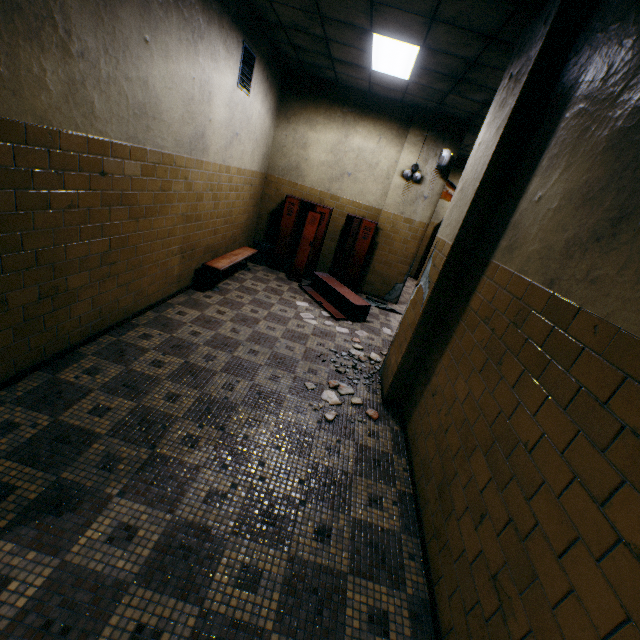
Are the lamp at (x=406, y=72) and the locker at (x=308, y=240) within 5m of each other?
yes

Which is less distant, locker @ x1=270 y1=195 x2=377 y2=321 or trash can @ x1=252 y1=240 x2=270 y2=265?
locker @ x1=270 y1=195 x2=377 y2=321

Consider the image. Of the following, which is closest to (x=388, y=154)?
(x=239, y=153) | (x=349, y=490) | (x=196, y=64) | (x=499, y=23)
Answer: (x=239, y=153)

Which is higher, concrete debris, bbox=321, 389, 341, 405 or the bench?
the bench

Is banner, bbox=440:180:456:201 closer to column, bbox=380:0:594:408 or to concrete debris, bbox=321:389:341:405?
column, bbox=380:0:594:408

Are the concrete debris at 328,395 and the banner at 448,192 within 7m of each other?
no

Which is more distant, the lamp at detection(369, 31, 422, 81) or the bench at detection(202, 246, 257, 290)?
the bench at detection(202, 246, 257, 290)

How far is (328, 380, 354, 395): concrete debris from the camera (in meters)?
3.84
